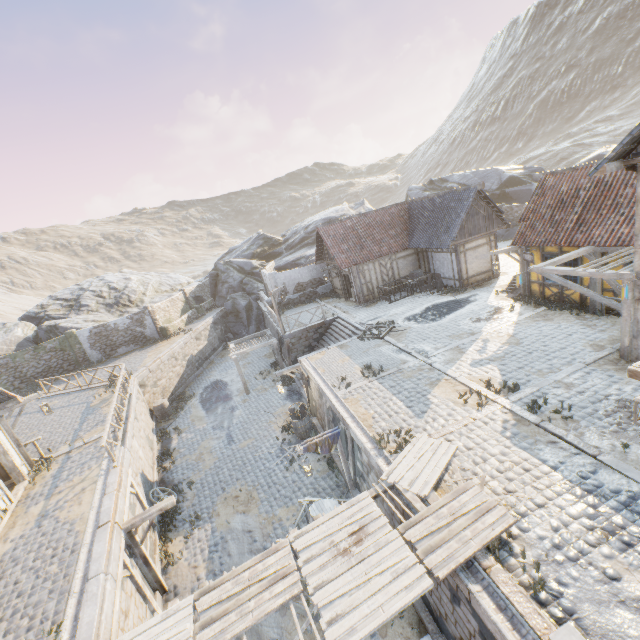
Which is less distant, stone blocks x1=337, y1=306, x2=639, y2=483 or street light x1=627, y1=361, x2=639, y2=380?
street light x1=627, y1=361, x2=639, y2=380

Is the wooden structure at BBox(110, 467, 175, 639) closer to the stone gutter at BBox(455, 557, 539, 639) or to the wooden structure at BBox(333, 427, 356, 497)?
the stone gutter at BBox(455, 557, 539, 639)

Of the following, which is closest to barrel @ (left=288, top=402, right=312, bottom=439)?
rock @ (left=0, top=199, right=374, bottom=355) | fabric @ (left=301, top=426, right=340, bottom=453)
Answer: fabric @ (left=301, top=426, right=340, bottom=453)

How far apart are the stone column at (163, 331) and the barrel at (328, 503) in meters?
23.3

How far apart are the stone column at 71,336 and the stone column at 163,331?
5.12m

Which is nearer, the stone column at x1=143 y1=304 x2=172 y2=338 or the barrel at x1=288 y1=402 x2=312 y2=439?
the barrel at x1=288 y1=402 x2=312 y2=439

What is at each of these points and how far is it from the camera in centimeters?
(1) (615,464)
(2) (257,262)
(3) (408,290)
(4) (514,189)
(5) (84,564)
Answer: (1) stone blocks, 703cm
(2) rock, 3694cm
(3) wagon, 2245cm
(4) rock, 3189cm
(5) stone gutter, 822cm

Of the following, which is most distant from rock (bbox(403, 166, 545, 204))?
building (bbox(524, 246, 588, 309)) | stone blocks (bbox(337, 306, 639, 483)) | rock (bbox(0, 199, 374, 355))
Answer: building (bbox(524, 246, 588, 309))
